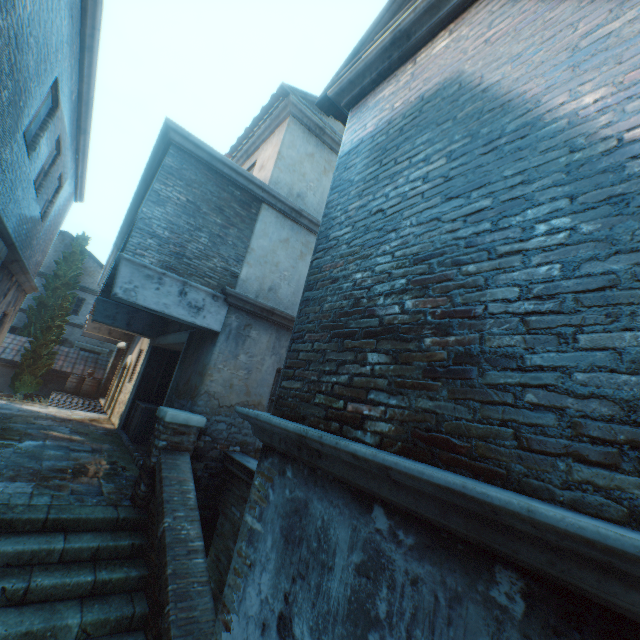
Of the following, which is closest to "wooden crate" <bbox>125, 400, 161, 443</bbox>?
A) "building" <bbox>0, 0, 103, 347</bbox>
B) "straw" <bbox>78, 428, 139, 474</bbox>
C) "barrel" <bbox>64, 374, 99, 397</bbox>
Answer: "straw" <bbox>78, 428, 139, 474</bbox>

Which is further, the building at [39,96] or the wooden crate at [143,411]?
the wooden crate at [143,411]

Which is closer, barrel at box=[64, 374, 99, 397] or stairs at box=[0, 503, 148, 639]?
stairs at box=[0, 503, 148, 639]

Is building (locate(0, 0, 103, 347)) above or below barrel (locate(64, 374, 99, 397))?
above

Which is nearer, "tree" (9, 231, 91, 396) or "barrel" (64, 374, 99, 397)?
"tree" (9, 231, 91, 396)

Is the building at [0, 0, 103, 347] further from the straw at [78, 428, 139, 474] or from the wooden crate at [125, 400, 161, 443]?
the wooden crate at [125, 400, 161, 443]

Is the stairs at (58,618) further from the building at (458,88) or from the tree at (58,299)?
the tree at (58,299)

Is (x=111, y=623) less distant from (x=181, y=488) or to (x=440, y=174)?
(x=181, y=488)
